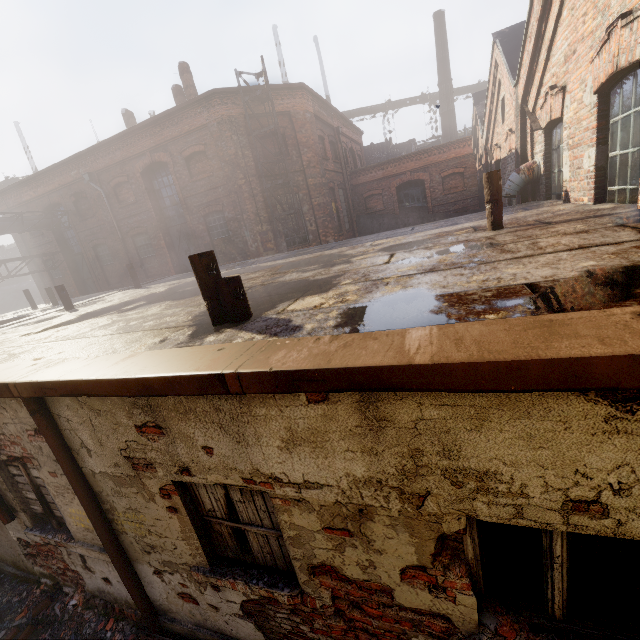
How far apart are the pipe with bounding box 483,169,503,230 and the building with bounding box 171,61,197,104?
15.23m

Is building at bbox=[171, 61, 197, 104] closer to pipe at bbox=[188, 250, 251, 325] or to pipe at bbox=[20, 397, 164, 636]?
pipe at bbox=[188, 250, 251, 325]

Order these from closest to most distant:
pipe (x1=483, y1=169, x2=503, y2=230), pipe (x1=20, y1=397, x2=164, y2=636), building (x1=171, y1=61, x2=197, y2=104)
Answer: pipe (x1=20, y1=397, x2=164, y2=636) < pipe (x1=483, y1=169, x2=503, y2=230) < building (x1=171, y1=61, x2=197, y2=104)

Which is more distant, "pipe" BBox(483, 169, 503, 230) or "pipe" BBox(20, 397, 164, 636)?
"pipe" BBox(483, 169, 503, 230)

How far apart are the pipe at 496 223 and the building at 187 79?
15.2 meters

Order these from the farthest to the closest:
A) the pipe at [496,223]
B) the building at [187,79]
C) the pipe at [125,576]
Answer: the building at [187,79], the pipe at [496,223], the pipe at [125,576]

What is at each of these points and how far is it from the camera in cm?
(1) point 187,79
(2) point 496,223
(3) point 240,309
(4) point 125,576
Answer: (1) building, 1492
(2) pipe, 544
(3) pipe, 334
(4) pipe, 368

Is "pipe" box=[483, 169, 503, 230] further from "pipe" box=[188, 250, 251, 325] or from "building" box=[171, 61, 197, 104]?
"building" box=[171, 61, 197, 104]
